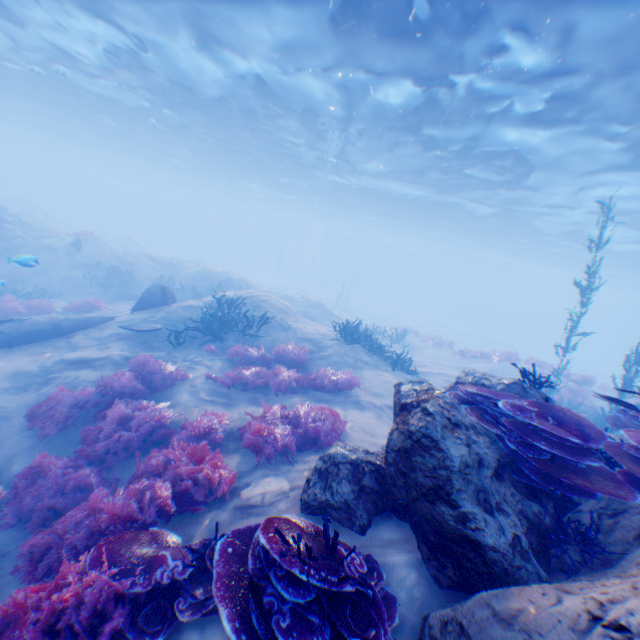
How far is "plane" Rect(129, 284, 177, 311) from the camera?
12.9 meters

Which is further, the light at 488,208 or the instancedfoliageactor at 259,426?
the light at 488,208

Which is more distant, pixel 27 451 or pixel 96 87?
pixel 96 87

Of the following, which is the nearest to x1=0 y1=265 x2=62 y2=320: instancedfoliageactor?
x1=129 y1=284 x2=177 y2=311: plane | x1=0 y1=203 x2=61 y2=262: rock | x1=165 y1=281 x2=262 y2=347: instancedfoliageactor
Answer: x1=0 y1=203 x2=61 y2=262: rock

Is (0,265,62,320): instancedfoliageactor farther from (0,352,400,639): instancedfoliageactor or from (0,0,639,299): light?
(0,352,400,639): instancedfoliageactor

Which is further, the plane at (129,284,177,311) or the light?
the plane at (129,284,177,311)

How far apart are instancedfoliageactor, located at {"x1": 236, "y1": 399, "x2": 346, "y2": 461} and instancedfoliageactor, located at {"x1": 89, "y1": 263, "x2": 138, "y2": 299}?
17.0 meters

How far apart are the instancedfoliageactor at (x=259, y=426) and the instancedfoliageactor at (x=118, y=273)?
16.99m
